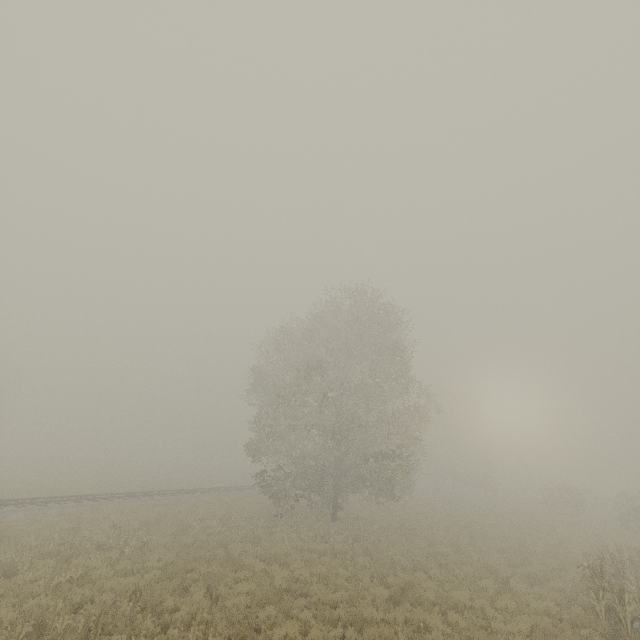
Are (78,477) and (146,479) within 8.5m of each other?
yes

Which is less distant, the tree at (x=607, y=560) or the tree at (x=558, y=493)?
the tree at (x=607, y=560)

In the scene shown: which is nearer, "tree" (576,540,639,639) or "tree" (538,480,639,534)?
"tree" (576,540,639,639)
